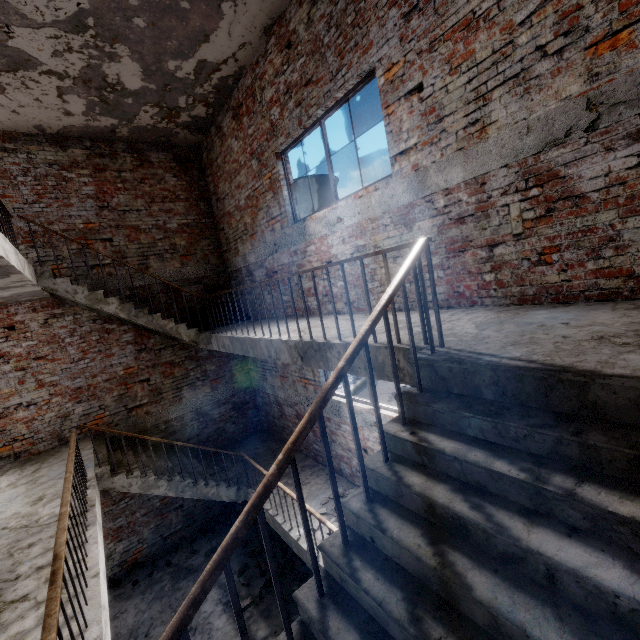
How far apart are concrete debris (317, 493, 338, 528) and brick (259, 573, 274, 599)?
2.0m

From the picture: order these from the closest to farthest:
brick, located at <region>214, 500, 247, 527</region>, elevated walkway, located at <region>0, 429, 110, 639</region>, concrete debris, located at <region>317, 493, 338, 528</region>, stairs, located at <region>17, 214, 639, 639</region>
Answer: stairs, located at <region>17, 214, 639, 639</region>, elevated walkway, located at <region>0, 429, 110, 639</region>, concrete debris, located at <region>317, 493, 338, 528</region>, brick, located at <region>214, 500, 247, 527</region>

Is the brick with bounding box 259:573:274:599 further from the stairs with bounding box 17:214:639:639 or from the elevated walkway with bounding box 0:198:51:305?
the elevated walkway with bounding box 0:198:51:305

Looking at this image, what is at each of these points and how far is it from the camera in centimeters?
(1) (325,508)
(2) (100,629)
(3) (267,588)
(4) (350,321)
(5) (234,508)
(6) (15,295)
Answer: (1) concrete debris, 590cm
(2) elevated walkway, 263cm
(3) brick, 642cm
(4) stairs, 456cm
(5) brick, 892cm
(6) elevated walkway, 550cm

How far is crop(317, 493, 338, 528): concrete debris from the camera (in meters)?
5.60

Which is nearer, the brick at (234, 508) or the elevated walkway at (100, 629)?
the elevated walkway at (100, 629)

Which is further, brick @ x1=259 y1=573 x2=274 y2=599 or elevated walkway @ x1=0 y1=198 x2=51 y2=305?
brick @ x1=259 y1=573 x2=274 y2=599

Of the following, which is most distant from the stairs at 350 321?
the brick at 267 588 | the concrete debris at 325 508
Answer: the brick at 267 588
